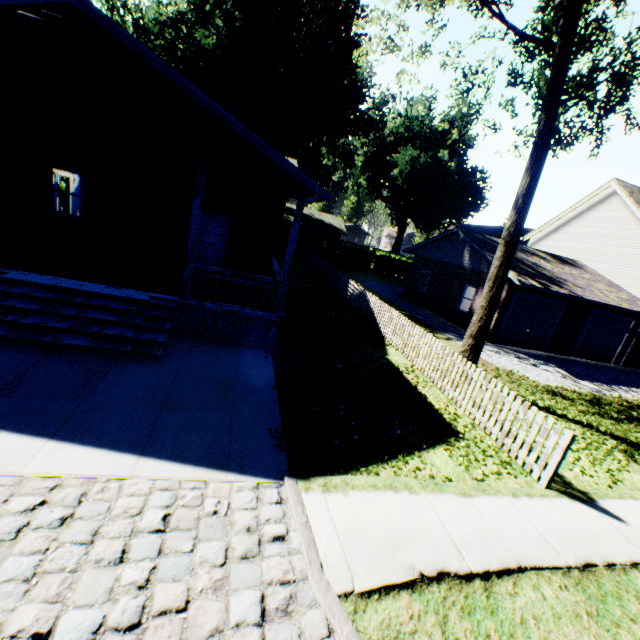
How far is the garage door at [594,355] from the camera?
18.5 meters

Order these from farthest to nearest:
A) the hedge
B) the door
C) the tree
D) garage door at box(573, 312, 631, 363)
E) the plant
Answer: the hedge
the plant
garage door at box(573, 312, 631, 363)
the door
the tree

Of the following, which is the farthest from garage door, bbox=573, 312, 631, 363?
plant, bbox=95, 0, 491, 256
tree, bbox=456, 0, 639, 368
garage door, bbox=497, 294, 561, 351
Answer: plant, bbox=95, 0, 491, 256

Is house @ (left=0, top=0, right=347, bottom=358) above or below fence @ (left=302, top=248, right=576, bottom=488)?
above

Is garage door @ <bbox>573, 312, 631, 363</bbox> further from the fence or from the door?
the door

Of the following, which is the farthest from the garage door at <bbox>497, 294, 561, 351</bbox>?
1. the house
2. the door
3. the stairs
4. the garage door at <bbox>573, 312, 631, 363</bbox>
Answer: the stairs

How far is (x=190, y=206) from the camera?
12.3m

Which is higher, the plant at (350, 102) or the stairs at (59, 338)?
the plant at (350, 102)
